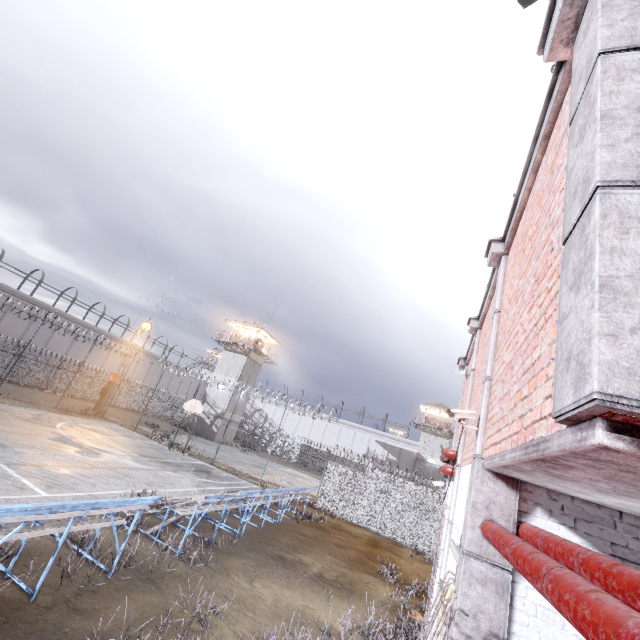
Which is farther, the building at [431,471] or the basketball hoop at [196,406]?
the building at [431,471]

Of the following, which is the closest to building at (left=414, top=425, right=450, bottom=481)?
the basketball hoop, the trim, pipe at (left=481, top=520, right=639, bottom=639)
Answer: the basketball hoop

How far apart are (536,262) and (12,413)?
24.4 meters

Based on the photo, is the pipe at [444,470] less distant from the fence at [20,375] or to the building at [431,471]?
the fence at [20,375]

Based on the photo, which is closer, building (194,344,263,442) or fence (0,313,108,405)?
fence (0,313,108,405)

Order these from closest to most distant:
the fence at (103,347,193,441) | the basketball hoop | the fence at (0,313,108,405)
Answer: the basketball hoop, the fence at (0,313,108,405), the fence at (103,347,193,441)

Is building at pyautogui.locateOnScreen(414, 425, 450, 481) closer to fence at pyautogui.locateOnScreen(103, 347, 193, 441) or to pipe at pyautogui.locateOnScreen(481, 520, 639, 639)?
fence at pyautogui.locateOnScreen(103, 347, 193, 441)

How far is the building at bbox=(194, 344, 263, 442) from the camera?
38.6 meters
